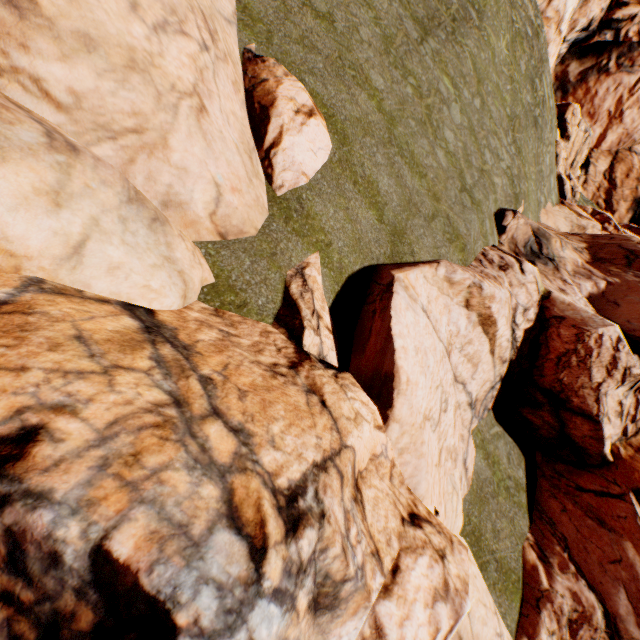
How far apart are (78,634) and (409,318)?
7.3 meters
